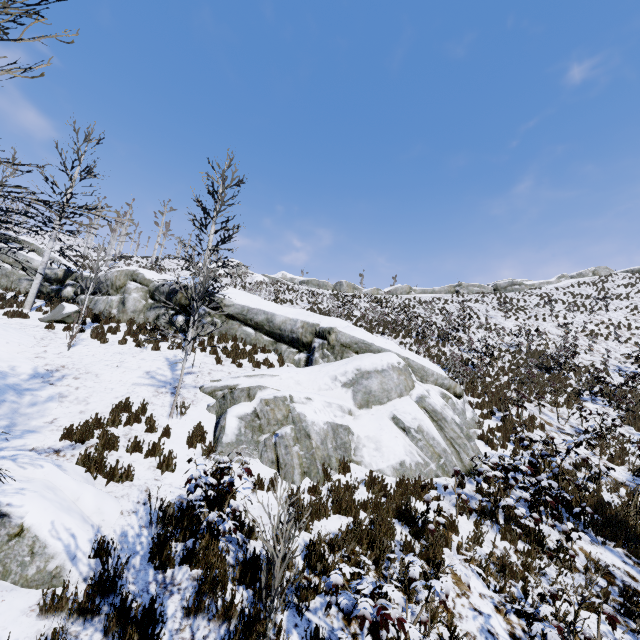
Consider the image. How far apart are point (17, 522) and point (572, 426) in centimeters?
1612cm

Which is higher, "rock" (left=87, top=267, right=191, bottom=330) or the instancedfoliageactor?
"rock" (left=87, top=267, right=191, bottom=330)

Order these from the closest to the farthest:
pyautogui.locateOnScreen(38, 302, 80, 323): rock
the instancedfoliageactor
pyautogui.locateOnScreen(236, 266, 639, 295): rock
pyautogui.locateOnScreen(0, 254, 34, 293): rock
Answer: the instancedfoliageactor → pyautogui.locateOnScreen(38, 302, 80, 323): rock → pyautogui.locateOnScreen(0, 254, 34, 293): rock → pyautogui.locateOnScreen(236, 266, 639, 295): rock

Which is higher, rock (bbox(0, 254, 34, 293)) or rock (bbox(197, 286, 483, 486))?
rock (bbox(0, 254, 34, 293))

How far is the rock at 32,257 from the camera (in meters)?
19.12

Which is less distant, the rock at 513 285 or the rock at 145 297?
the rock at 145 297

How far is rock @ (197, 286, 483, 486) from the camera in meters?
7.6 m
